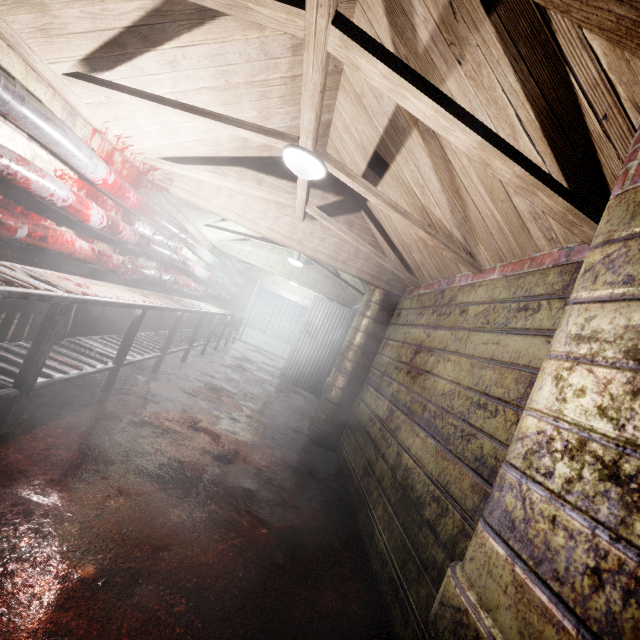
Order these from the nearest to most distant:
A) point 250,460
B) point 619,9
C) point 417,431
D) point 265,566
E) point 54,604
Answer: point 619,9
point 54,604
point 265,566
point 417,431
point 250,460

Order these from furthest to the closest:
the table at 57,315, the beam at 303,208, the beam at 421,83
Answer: the beam at 303,208, the table at 57,315, the beam at 421,83

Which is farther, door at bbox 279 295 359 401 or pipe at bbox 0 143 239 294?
door at bbox 279 295 359 401

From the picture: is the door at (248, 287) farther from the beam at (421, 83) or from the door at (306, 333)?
the beam at (421, 83)

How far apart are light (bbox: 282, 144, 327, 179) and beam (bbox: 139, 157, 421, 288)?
0.0m

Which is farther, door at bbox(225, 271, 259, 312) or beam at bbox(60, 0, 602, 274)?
door at bbox(225, 271, 259, 312)

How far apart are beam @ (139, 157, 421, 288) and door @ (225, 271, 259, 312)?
6.52m

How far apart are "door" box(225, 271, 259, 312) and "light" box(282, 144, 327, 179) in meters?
7.8 m
